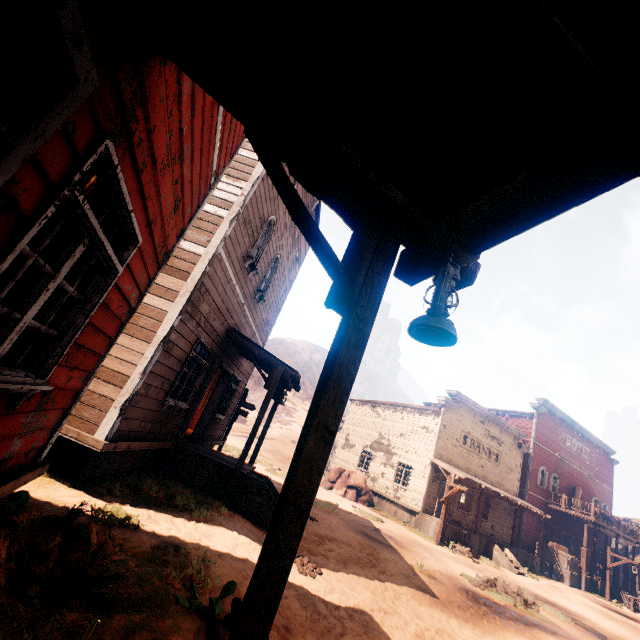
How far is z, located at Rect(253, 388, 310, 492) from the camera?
18.4m

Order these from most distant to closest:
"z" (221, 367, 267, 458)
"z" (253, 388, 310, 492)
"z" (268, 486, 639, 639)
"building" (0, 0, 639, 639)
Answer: "z" (221, 367, 267, 458), "z" (253, 388, 310, 492), "z" (268, 486, 639, 639), "building" (0, 0, 639, 639)

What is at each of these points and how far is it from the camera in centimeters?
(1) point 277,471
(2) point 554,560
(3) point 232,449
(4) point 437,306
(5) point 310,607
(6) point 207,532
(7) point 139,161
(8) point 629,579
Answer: (1) z, 2011cm
(2) wooden box, 2277cm
(3) z, 2125cm
(4) lantern, 148cm
(5) z, 465cm
(6) z, 538cm
(7) building, 235cm
(8) building, 3334cm

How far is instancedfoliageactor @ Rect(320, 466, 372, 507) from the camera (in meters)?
20.72

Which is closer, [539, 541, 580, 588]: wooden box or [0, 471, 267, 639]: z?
[0, 471, 267, 639]: z

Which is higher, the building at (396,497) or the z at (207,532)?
the building at (396,497)

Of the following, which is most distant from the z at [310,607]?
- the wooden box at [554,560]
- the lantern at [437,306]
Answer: the lantern at [437,306]
